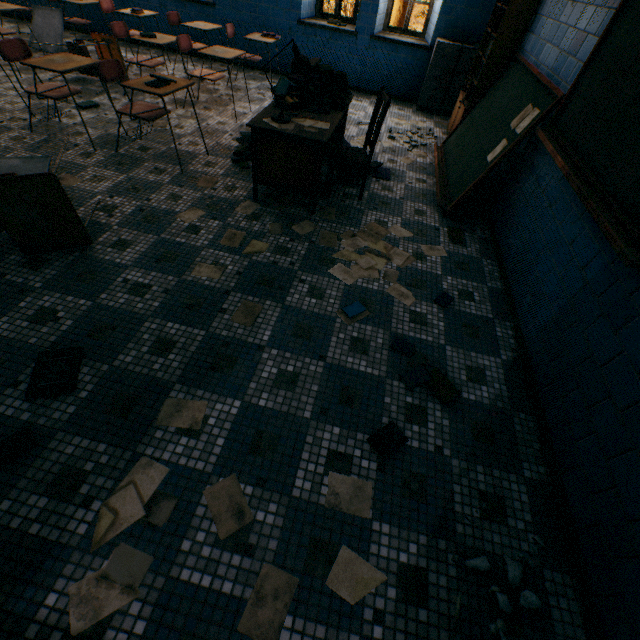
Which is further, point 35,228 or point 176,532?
point 35,228

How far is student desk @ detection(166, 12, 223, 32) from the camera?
5.0m

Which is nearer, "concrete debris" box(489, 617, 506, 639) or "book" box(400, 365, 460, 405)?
"concrete debris" box(489, 617, 506, 639)

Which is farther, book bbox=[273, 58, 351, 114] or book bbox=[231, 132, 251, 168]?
book bbox=[231, 132, 251, 168]

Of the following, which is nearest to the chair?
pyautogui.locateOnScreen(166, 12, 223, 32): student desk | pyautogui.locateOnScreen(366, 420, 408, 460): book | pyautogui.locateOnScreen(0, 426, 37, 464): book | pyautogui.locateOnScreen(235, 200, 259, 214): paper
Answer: pyautogui.locateOnScreen(235, 200, 259, 214): paper

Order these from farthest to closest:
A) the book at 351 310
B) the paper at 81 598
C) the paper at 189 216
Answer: the paper at 189 216 → the book at 351 310 → the paper at 81 598

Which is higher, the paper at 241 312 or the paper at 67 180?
the paper at 67 180

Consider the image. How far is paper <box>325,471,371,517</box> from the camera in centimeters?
153cm
